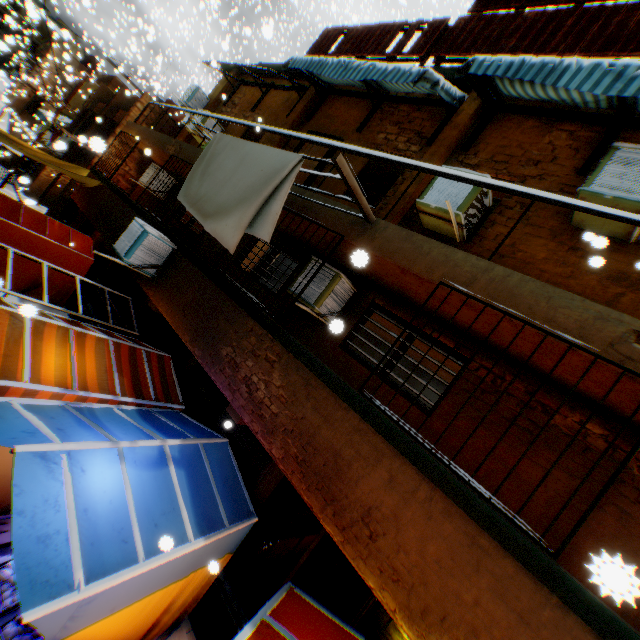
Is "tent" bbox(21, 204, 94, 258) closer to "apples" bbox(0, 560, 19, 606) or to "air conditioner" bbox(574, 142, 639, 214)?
"apples" bbox(0, 560, 19, 606)

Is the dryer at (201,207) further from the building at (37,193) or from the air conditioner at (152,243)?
the air conditioner at (152,243)

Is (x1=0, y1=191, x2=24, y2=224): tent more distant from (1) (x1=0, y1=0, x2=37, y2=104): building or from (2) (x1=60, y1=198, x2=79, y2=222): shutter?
(2) (x1=60, y1=198, x2=79, y2=222): shutter

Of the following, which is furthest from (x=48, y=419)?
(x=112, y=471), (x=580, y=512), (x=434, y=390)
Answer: (x=580, y=512)

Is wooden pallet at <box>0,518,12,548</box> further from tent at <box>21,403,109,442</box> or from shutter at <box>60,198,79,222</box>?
shutter at <box>60,198,79,222</box>

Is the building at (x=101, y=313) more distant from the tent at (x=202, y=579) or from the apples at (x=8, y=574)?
the apples at (x=8, y=574)

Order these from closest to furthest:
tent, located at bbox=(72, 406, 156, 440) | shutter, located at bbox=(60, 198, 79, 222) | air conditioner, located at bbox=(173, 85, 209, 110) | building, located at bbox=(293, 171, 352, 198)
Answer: tent, located at bbox=(72, 406, 156, 440), building, located at bbox=(293, 171, 352, 198), air conditioner, located at bbox=(173, 85, 209, 110), shutter, located at bbox=(60, 198, 79, 222)

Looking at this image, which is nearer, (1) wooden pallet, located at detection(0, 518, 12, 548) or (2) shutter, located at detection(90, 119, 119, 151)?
(2) shutter, located at detection(90, 119, 119, 151)
